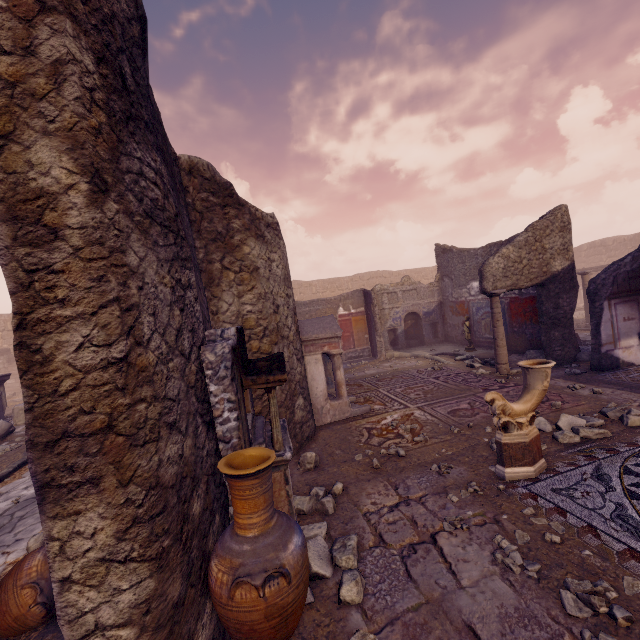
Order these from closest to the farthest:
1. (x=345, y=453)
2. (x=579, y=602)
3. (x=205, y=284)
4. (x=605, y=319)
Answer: (x=579, y=602)
(x=205, y=284)
(x=345, y=453)
(x=605, y=319)

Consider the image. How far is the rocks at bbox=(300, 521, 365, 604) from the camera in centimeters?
250cm

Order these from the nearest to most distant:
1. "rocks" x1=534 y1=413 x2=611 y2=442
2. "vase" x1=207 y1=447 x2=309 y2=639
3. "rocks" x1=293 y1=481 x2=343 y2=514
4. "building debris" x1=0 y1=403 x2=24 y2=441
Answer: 1. "vase" x1=207 y1=447 x2=309 y2=639
2. "rocks" x1=293 y1=481 x2=343 y2=514
3. "rocks" x1=534 y1=413 x2=611 y2=442
4. "building debris" x1=0 y1=403 x2=24 y2=441

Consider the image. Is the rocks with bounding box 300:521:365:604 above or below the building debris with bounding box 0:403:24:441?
below

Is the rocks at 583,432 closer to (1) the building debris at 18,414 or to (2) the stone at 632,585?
(2) the stone at 632,585

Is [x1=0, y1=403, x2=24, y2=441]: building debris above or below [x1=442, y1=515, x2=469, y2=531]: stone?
above

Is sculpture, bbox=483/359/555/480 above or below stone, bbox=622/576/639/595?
above

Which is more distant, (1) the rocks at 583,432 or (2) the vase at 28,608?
(1) the rocks at 583,432
